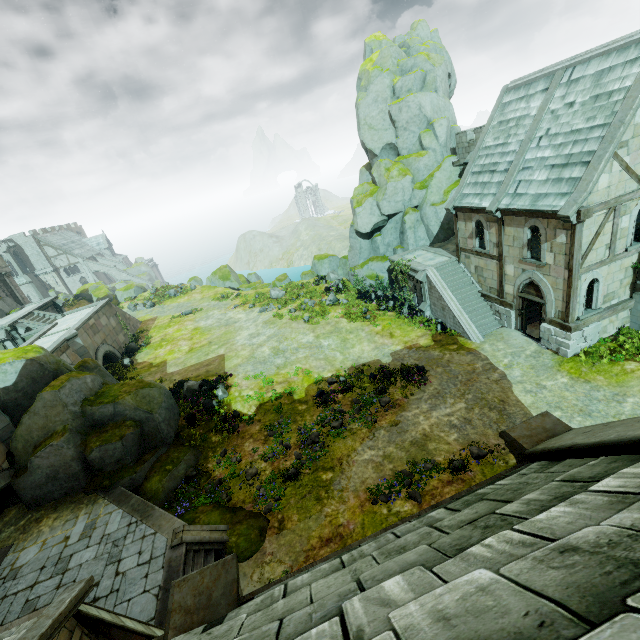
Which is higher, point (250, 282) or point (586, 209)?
point (586, 209)

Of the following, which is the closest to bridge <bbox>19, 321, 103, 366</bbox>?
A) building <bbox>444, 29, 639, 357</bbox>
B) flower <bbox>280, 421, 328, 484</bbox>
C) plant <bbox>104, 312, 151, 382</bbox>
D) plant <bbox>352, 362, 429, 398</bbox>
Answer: plant <bbox>104, 312, 151, 382</bbox>

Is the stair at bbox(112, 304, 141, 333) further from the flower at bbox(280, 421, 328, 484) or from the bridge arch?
the flower at bbox(280, 421, 328, 484)

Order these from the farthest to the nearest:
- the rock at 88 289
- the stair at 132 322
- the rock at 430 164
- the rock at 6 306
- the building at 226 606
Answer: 1. the rock at 88 289
2. the stair at 132 322
3. the rock at 6 306
4. the rock at 430 164
5. the building at 226 606

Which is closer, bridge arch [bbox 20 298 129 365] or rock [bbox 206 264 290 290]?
bridge arch [bbox 20 298 129 365]

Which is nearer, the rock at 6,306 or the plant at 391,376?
the plant at 391,376

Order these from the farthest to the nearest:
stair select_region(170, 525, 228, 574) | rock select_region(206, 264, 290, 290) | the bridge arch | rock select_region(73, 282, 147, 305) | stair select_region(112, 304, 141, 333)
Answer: rock select_region(73, 282, 147, 305) → rock select_region(206, 264, 290, 290) → stair select_region(112, 304, 141, 333) → the bridge arch → stair select_region(170, 525, 228, 574)

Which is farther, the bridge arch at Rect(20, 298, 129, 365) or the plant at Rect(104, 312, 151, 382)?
the bridge arch at Rect(20, 298, 129, 365)
